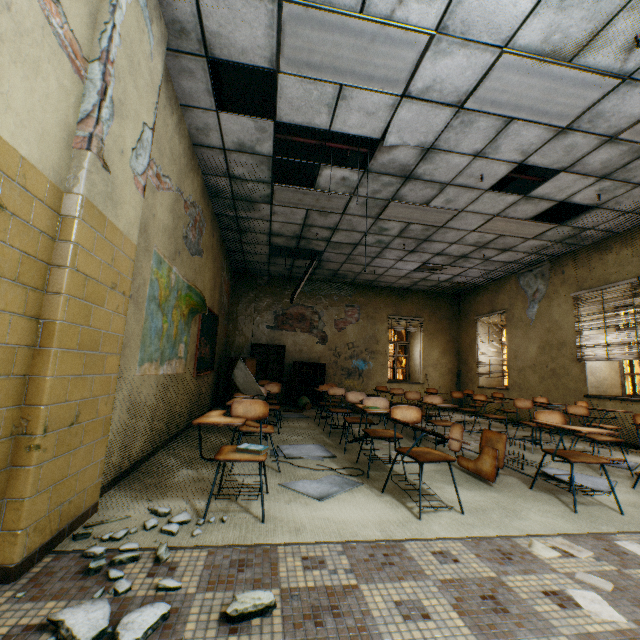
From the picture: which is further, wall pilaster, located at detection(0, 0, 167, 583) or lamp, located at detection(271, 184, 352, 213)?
lamp, located at detection(271, 184, 352, 213)

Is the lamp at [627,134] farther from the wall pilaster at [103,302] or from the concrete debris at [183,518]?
the concrete debris at [183,518]

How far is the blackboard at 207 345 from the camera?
5.6 meters

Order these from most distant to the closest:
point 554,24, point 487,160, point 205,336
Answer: point 205,336 → point 487,160 → point 554,24

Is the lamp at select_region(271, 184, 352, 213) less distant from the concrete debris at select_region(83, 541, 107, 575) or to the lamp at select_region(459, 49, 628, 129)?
the lamp at select_region(459, 49, 628, 129)

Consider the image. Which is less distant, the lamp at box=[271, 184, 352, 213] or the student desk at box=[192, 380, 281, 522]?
the student desk at box=[192, 380, 281, 522]

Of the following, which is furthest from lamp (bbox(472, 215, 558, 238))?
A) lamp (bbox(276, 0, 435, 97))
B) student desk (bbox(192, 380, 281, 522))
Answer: student desk (bbox(192, 380, 281, 522))

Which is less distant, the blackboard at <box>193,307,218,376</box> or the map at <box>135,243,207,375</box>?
the map at <box>135,243,207,375</box>
